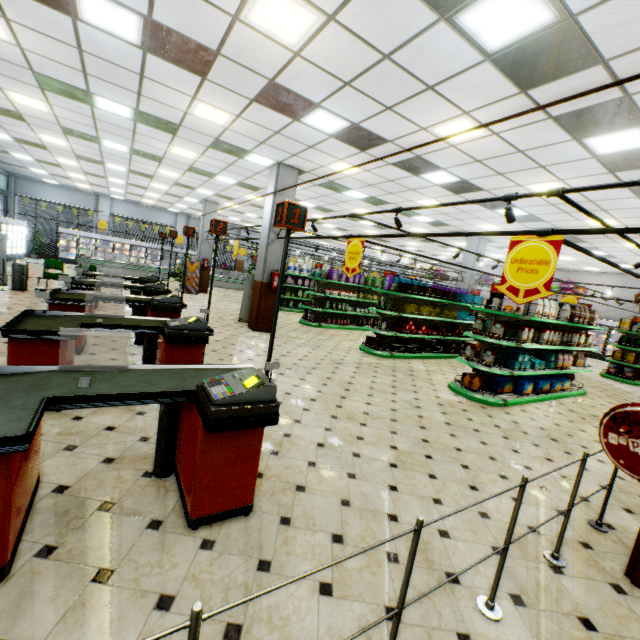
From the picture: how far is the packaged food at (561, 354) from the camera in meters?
7.8 m

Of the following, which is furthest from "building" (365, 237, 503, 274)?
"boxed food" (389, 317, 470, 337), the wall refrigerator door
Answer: "boxed food" (389, 317, 470, 337)

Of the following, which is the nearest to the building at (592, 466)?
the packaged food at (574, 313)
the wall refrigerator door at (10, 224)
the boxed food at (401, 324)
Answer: the wall refrigerator door at (10, 224)

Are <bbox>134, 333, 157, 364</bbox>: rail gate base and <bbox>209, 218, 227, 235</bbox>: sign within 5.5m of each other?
yes

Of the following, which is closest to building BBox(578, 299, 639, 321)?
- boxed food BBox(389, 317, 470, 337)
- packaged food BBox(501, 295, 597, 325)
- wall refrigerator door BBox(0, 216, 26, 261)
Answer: wall refrigerator door BBox(0, 216, 26, 261)

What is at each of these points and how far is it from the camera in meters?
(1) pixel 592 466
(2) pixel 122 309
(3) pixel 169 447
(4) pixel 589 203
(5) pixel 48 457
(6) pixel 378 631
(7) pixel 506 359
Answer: (1) building, 4.6
(2) building, 9.9
(3) rail gate base, 2.9
(4) building, 8.2
(5) building, 2.9
(6) building, 1.9
(7) boxed food, 6.9

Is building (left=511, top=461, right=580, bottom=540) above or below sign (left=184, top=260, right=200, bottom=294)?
below
